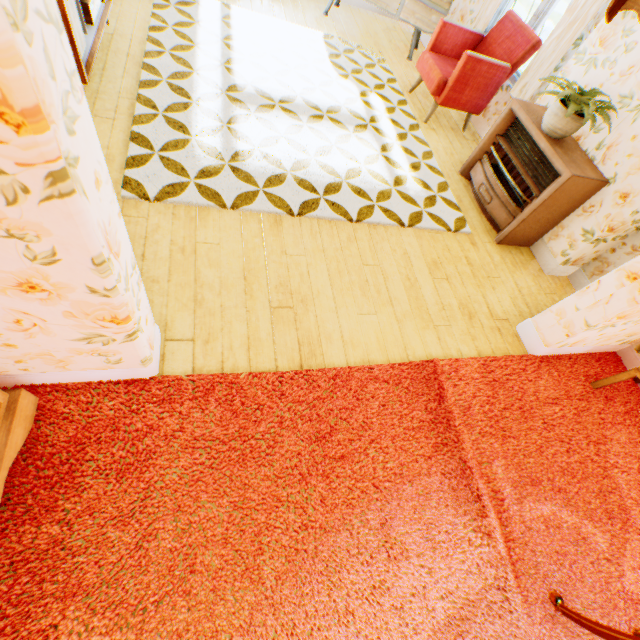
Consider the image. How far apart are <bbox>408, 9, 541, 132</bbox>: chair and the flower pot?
1.30m

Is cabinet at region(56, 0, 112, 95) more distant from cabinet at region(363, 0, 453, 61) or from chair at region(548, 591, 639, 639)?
chair at region(548, 591, 639, 639)

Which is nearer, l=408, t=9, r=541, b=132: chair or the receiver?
the receiver

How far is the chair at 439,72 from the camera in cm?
388

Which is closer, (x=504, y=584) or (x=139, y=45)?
(x=504, y=584)

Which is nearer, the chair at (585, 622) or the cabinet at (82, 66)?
the chair at (585, 622)

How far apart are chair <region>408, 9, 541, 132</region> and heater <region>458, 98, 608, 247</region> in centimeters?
87cm

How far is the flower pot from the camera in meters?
2.9
